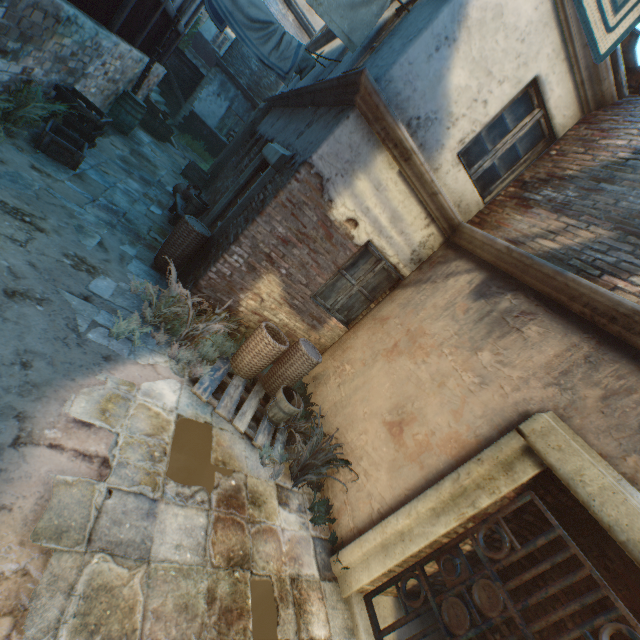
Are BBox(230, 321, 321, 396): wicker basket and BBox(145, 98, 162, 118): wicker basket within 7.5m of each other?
no

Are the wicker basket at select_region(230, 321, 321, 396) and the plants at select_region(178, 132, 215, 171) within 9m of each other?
no

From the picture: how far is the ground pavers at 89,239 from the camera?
4.4m

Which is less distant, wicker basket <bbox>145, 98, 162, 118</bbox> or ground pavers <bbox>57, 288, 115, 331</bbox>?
A: ground pavers <bbox>57, 288, 115, 331</bbox>

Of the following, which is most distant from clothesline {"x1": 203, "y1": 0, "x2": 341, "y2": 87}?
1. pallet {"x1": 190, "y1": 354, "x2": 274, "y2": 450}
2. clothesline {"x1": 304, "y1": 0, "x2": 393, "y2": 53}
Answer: pallet {"x1": 190, "y1": 354, "x2": 274, "y2": 450}

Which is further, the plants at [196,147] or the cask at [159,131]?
the plants at [196,147]

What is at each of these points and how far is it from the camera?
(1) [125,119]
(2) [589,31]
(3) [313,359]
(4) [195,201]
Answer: (1) barrel, 8.92m
(2) clothesline, 1.41m
(3) wicker basket, 4.66m
(4) bucket, 6.89m

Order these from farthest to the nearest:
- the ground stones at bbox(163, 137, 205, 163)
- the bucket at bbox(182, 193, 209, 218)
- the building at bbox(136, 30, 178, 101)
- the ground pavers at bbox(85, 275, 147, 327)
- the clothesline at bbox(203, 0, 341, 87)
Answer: the ground stones at bbox(163, 137, 205, 163), the building at bbox(136, 30, 178, 101), the bucket at bbox(182, 193, 209, 218), the clothesline at bbox(203, 0, 341, 87), the ground pavers at bbox(85, 275, 147, 327)
